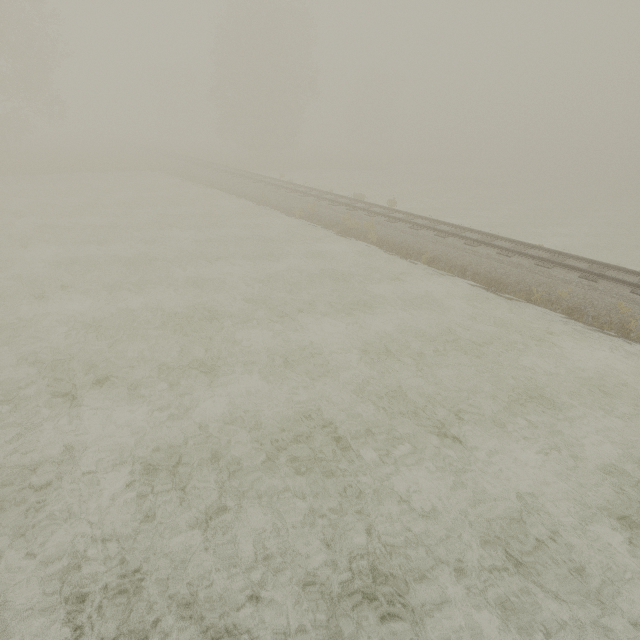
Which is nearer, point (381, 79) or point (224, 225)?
point (224, 225)

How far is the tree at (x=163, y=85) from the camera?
56.78m

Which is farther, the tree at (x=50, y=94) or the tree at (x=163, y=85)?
the tree at (x=163, y=85)

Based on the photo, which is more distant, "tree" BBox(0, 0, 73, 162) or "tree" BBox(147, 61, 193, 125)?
"tree" BBox(147, 61, 193, 125)

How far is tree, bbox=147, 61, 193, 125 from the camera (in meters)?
56.78
